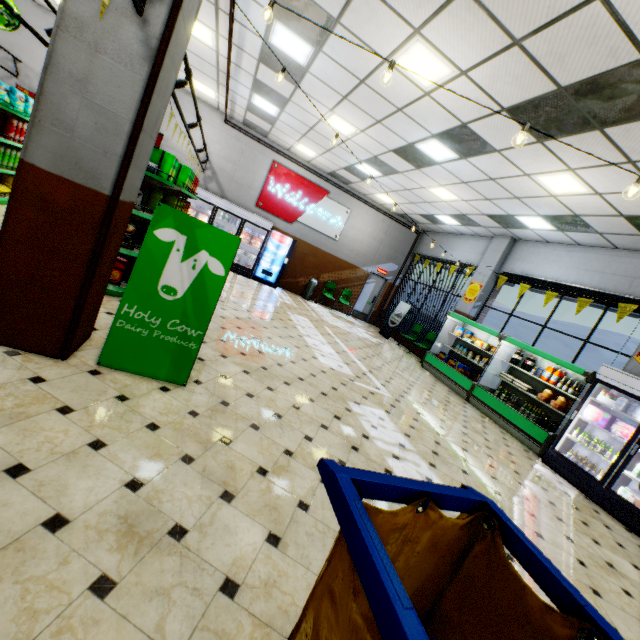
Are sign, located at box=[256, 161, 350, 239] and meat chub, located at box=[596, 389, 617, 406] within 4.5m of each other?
no

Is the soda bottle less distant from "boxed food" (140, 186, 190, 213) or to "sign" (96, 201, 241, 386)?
"sign" (96, 201, 241, 386)

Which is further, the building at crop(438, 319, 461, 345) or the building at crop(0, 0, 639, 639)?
the building at crop(438, 319, 461, 345)

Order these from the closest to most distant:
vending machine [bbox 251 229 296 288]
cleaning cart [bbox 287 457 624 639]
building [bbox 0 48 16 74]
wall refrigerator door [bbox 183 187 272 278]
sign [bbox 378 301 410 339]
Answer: cleaning cart [bbox 287 457 624 639] < building [bbox 0 48 16 74] < wall refrigerator door [bbox 183 187 272 278] < vending machine [bbox 251 229 296 288] < sign [bbox 378 301 410 339]

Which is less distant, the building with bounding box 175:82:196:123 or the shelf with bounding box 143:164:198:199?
the shelf with bounding box 143:164:198:199

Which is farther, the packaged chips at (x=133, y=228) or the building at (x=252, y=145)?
the packaged chips at (x=133, y=228)

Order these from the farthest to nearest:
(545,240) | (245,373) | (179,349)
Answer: (545,240), (245,373), (179,349)

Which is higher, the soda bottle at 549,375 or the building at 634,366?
the building at 634,366
